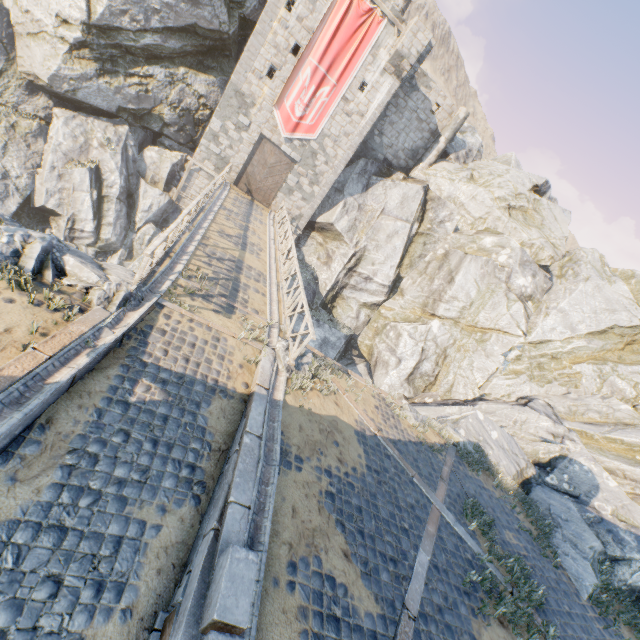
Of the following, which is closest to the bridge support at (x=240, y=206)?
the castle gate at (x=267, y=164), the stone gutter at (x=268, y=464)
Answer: the stone gutter at (x=268, y=464)

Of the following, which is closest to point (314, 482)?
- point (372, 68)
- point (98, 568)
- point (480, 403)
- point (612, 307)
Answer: point (98, 568)

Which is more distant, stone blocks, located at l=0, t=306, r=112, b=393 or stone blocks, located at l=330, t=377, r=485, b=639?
stone blocks, located at l=330, t=377, r=485, b=639

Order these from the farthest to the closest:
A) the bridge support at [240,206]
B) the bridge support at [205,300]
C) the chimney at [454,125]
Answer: the chimney at [454,125]
the bridge support at [240,206]
the bridge support at [205,300]

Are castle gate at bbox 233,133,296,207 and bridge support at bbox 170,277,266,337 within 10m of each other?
no

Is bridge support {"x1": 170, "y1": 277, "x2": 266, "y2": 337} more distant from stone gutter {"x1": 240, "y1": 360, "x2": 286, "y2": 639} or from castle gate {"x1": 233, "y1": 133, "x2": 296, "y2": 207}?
castle gate {"x1": 233, "y1": 133, "x2": 296, "y2": 207}

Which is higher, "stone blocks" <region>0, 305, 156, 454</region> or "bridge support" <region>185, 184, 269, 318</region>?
"bridge support" <region>185, 184, 269, 318</region>

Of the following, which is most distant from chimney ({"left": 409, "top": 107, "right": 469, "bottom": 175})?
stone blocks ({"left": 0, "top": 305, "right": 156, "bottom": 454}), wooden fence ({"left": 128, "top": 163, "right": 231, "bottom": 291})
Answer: stone blocks ({"left": 0, "top": 305, "right": 156, "bottom": 454})
